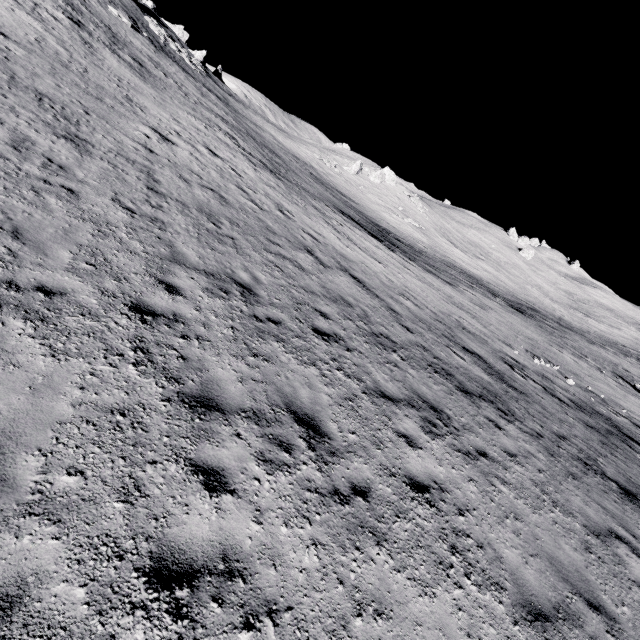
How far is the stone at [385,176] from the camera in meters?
53.5

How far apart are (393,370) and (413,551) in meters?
4.6 m

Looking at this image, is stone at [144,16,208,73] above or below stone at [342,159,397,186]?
above

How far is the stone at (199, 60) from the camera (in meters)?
40.41

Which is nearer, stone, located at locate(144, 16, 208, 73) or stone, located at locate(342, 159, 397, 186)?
stone, located at locate(144, 16, 208, 73)

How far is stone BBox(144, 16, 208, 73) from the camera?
40.4m

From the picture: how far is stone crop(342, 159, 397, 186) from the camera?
53.50m
